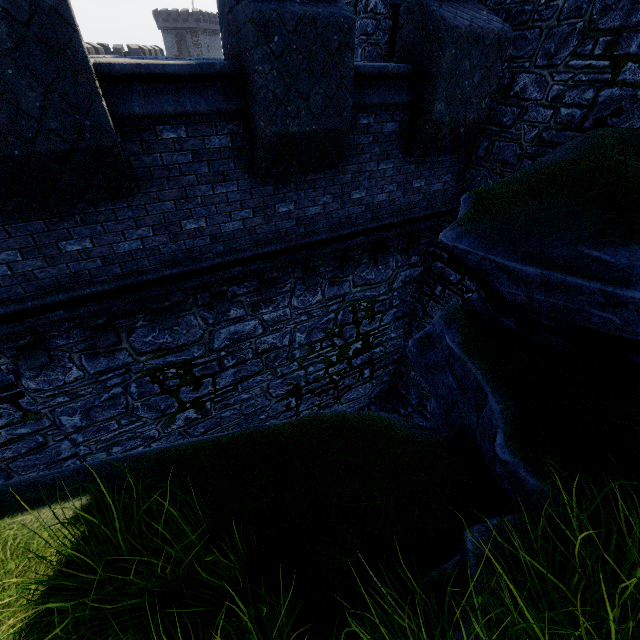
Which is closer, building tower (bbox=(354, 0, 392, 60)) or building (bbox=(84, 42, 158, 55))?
building tower (bbox=(354, 0, 392, 60))

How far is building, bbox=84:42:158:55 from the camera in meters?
43.3 m

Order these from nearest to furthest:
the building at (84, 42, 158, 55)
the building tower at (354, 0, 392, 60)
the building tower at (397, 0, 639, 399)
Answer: the building tower at (397, 0, 639, 399) → the building tower at (354, 0, 392, 60) → the building at (84, 42, 158, 55)

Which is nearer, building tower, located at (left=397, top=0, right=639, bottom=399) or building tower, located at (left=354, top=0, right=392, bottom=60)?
building tower, located at (left=397, top=0, right=639, bottom=399)

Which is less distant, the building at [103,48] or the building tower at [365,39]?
the building tower at [365,39]

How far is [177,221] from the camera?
4.7 meters
